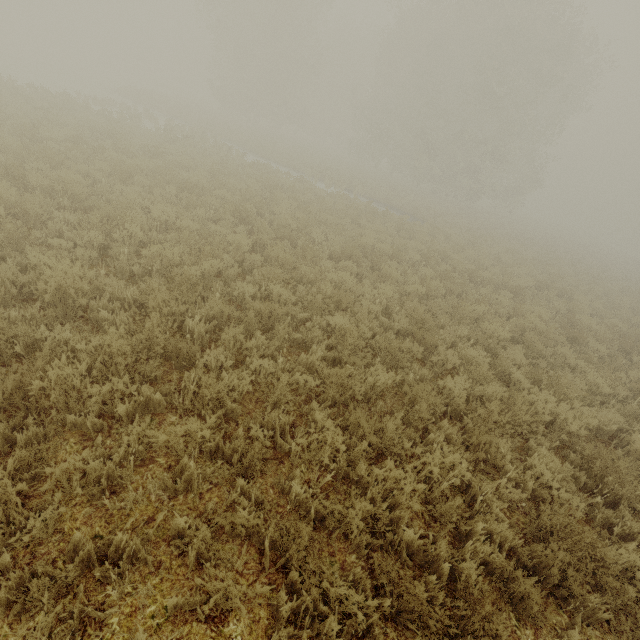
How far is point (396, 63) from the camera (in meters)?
32.81
